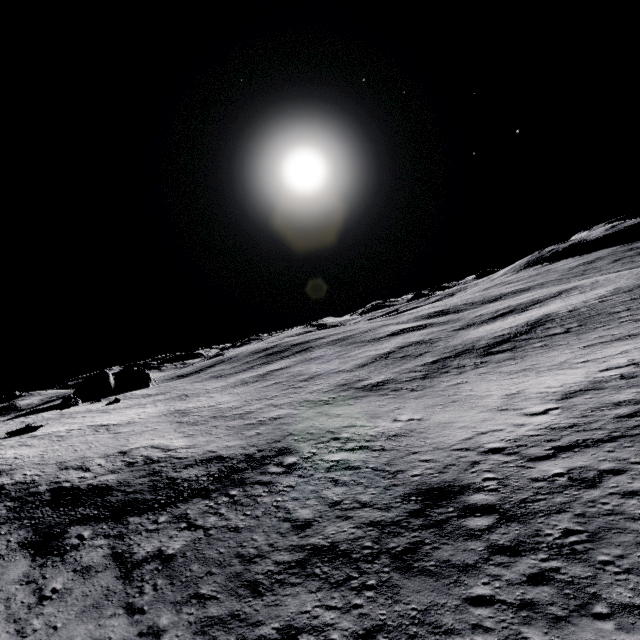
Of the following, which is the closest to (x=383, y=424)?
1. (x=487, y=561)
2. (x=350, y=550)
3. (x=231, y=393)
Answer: (x=350, y=550)

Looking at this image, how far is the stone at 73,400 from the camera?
49.3m

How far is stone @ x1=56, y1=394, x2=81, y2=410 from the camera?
49.3 meters
